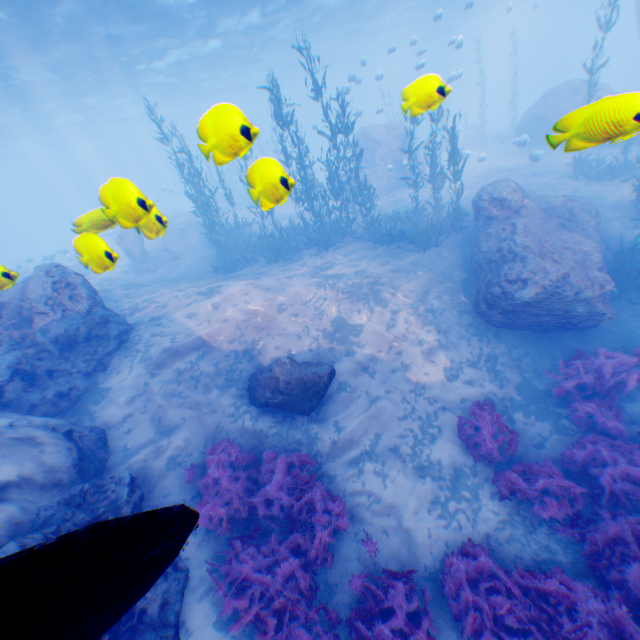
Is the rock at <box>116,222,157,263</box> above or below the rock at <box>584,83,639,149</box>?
below

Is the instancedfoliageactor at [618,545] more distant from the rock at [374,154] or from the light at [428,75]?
the light at [428,75]

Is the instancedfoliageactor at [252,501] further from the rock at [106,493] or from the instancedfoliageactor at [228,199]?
the instancedfoliageactor at [228,199]

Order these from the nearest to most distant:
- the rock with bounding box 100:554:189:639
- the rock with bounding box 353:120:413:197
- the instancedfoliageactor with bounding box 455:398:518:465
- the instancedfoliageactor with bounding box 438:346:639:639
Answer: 1. the instancedfoliageactor with bounding box 438:346:639:639
2. the rock with bounding box 100:554:189:639
3. the instancedfoliageactor with bounding box 455:398:518:465
4. the rock with bounding box 353:120:413:197

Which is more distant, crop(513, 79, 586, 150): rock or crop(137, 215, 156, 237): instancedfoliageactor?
crop(137, 215, 156, 237): instancedfoliageactor

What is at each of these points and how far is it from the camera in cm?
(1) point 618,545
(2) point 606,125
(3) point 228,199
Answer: (1) instancedfoliageactor, 528
(2) rock, 271
(3) instancedfoliageactor, 1820

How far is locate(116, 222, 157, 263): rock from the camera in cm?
2094

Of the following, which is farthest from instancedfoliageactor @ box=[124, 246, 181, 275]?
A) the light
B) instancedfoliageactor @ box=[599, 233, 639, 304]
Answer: instancedfoliageactor @ box=[599, 233, 639, 304]
